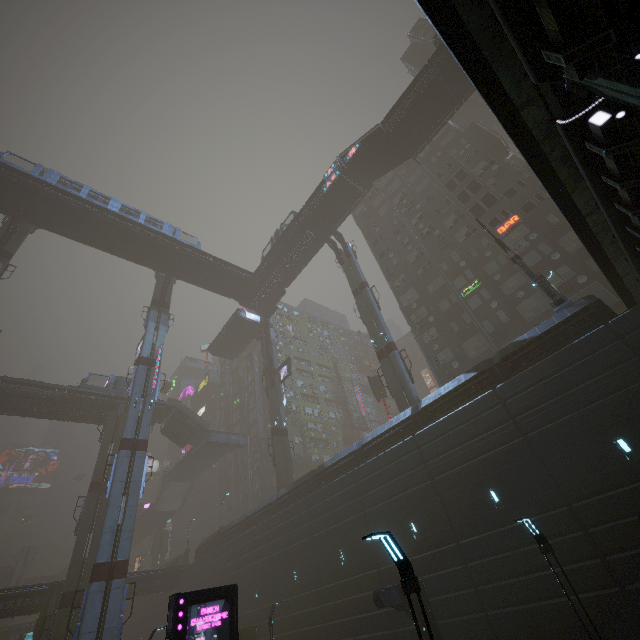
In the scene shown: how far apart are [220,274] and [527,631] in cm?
4286

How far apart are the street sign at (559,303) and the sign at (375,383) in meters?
20.7

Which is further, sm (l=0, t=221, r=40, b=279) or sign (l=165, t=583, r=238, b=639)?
sm (l=0, t=221, r=40, b=279)

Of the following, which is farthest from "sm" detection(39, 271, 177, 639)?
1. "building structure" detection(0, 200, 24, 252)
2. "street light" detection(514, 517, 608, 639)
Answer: "street light" detection(514, 517, 608, 639)

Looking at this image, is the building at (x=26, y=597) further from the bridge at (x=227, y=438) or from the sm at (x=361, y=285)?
the bridge at (x=227, y=438)

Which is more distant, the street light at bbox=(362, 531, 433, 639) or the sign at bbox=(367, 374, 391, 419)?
the sign at bbox=(367, 374, 391, 419)

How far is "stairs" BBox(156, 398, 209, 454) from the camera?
45.9m

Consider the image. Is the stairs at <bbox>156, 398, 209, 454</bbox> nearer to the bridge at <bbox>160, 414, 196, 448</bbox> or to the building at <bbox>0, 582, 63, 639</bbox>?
the bridge at <bbox>160, 414, 196, 448</bbox>
